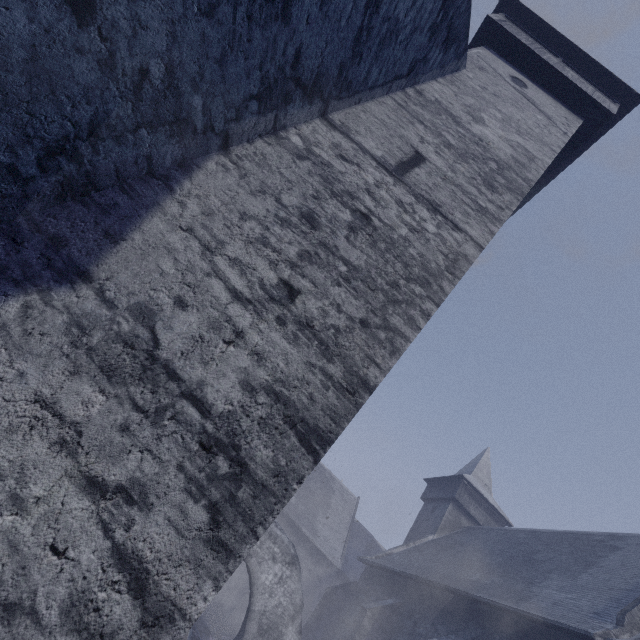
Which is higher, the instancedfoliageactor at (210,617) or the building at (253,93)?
the building at (253,93)

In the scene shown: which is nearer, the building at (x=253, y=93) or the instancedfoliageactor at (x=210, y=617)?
the building at (x=253, y=93)

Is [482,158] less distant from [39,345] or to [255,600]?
[39,345]

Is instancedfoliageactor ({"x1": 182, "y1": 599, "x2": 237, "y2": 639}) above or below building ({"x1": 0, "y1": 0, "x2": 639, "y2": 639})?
below

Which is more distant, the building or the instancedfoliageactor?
the instancedfoliageactor
